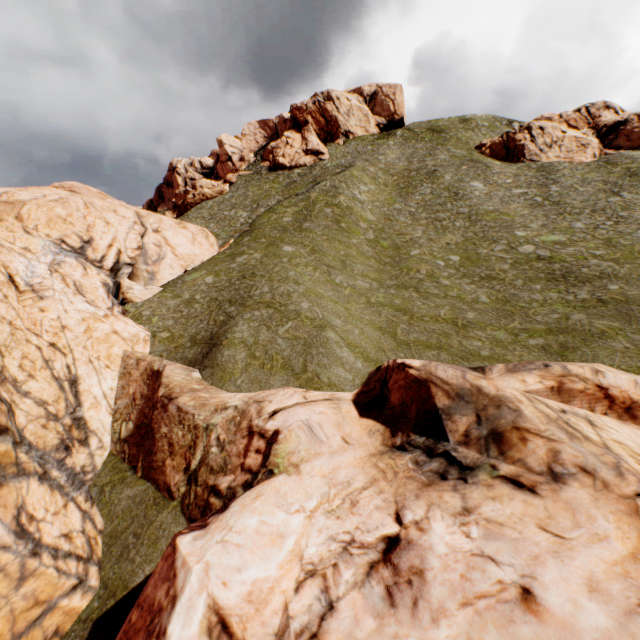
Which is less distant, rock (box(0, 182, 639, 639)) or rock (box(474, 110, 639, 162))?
rock (box(0, 182, 639, 639))

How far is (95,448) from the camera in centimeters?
1434cm

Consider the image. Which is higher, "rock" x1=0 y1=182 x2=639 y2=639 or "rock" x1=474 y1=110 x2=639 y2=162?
"rock" x1=474 y1=110 x2=639 y2=162

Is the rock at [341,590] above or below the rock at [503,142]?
below

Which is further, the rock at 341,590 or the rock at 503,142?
the rock at 503,142
